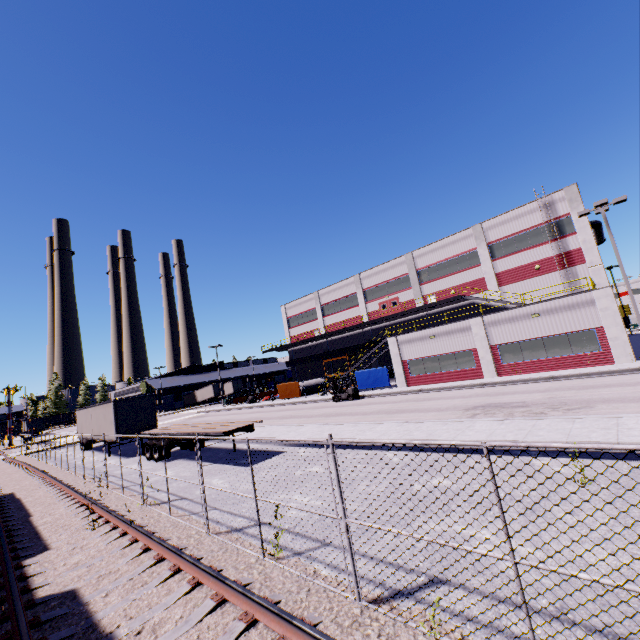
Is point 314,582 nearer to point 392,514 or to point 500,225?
point 392,514

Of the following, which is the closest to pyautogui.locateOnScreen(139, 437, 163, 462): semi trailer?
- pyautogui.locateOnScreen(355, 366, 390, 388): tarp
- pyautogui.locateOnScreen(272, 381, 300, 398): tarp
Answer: pyautogui.locateOnScreen(272, 381, 300, 398): tarp

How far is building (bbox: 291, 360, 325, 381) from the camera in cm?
4903

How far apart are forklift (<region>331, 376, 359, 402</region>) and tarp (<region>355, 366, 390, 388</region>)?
3.3m

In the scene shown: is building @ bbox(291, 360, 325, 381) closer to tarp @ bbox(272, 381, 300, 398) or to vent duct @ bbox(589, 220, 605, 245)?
vent duct @ bbox(589, 220, 605, 245)

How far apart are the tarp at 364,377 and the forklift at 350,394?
3.28m

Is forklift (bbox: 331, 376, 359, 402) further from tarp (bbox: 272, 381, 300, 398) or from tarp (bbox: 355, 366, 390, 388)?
tarp (bbox: 272, 381, 300, 398)

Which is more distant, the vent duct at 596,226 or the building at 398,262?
the vent duct at 596,226
